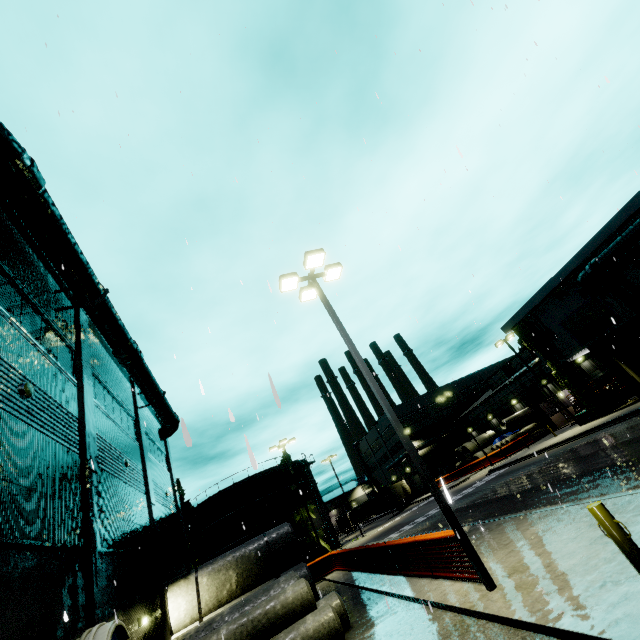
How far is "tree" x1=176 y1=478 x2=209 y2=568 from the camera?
38.0 meters

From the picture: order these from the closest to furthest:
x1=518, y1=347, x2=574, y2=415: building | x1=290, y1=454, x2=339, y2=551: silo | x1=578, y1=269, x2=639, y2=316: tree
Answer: x1=578, y1=269, x2=639, y2=316: tree < x1=518, y1=347, x2=574, y2=415: building < x1=290, y1=454, x2=339, y2=551: silo

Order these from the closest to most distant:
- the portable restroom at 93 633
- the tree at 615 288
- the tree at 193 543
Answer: the portable restroom at 93 633 < the tree at 615 288 < the tree at 193 543

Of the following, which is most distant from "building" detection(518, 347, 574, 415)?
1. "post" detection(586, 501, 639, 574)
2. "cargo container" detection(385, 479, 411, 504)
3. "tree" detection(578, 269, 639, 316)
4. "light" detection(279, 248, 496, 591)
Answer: "post" detection(586, 501, 639, 574)

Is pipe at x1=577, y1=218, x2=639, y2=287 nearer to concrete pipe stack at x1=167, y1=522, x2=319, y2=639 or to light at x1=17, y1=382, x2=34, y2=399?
concrete pipe stack at x1=167, y1=522, x2=319, y2=639

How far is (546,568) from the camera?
6.5m

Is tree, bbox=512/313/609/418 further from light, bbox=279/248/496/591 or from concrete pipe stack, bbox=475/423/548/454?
light, bbox=279/248/496/591

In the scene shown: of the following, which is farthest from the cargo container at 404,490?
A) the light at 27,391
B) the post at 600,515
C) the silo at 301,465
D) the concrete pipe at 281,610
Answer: the light at 27,391
